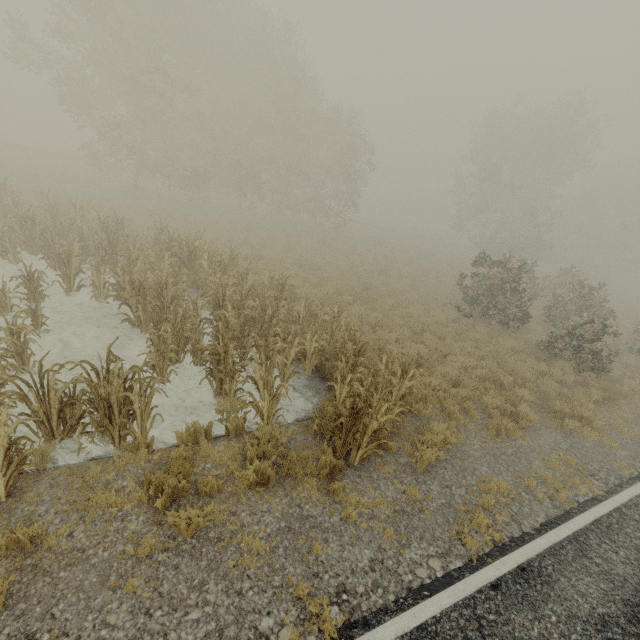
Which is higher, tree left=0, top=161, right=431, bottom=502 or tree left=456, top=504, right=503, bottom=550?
tree left=456, top=504, right=503, bottom=550

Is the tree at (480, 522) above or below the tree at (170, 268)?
above

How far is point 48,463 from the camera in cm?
486

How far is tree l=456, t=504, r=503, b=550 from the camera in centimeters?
503cm

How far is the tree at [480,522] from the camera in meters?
5.0
